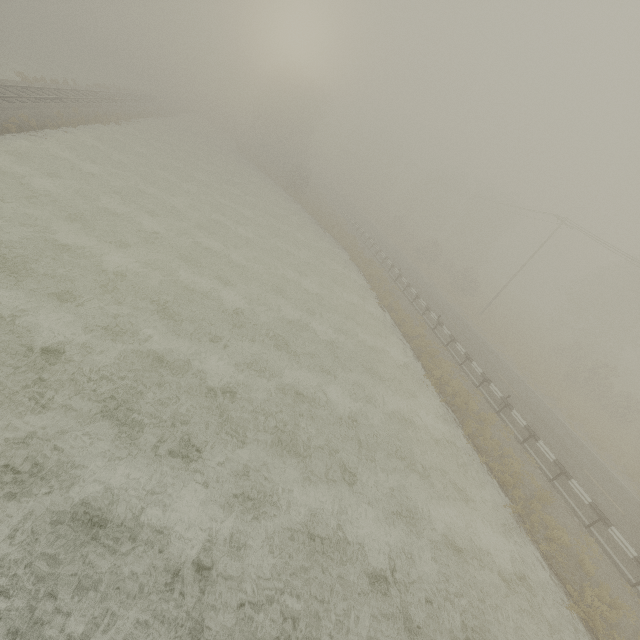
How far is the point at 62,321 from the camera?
10.7 meters
